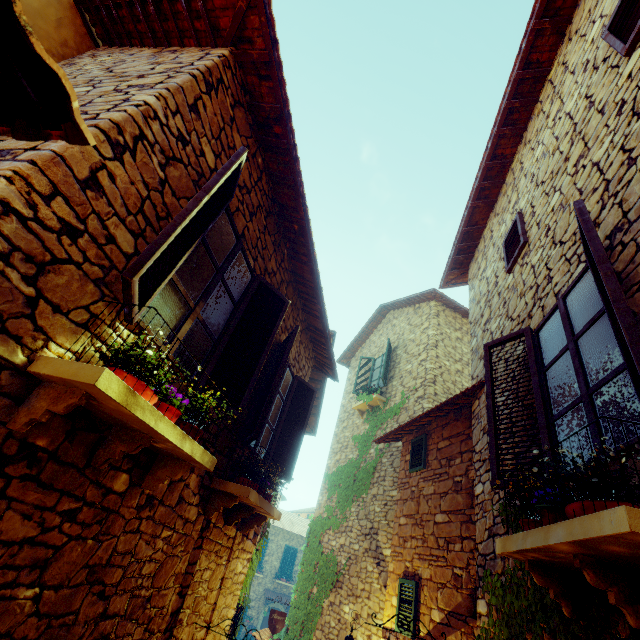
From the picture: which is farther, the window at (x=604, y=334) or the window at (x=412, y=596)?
the window at (x=412, y=596)

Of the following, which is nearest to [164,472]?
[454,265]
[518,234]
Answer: [518,234]

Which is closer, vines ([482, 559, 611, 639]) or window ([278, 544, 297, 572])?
vines ([482, 559, 611, 639])

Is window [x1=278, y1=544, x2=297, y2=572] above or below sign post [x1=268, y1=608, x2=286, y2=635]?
above

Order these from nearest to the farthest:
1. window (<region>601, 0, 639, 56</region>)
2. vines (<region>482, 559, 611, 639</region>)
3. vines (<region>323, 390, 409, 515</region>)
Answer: vines (<region>482, 559, 611, 639</region>), window (<region>601, 0, 639, 56</region>), vines (<region>323, 390, 409, 515</region>)

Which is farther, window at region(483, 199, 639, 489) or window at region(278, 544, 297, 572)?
window at region(278, 544, 297, 572)

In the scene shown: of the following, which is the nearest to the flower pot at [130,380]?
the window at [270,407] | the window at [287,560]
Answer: the window at [270,407]

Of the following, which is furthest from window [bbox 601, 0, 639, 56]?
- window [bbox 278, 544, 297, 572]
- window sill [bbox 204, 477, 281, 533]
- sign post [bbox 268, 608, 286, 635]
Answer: Answer: window [bbox 278, 544, 297, 572]
